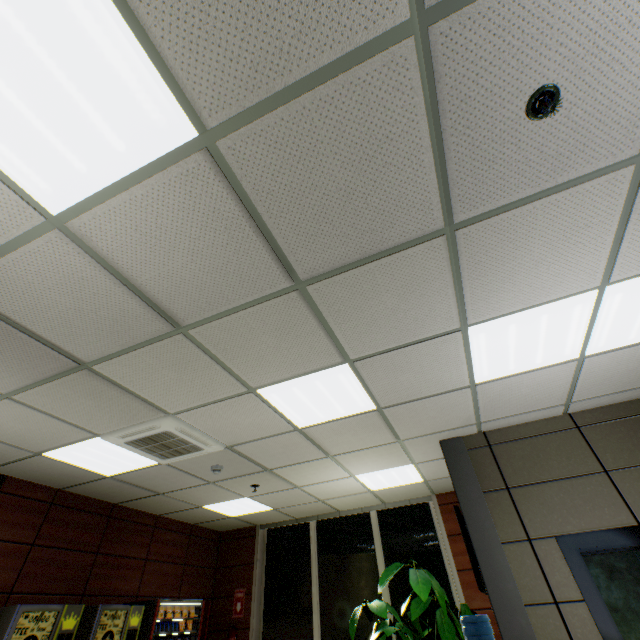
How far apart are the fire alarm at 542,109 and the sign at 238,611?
8.63m

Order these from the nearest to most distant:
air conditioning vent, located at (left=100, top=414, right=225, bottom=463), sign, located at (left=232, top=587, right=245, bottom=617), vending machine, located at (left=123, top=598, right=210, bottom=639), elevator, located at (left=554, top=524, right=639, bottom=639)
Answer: elevator, located at (left=554, top=524, right=639, bottom=639) → air conditioning vent, located at (left=100, top=414, right=225, bottom=463) → vending machine, located at (left=123, top=598, right=210, bottom=639) → sign, located at (left=232, top=587, right=245, bottom=617)

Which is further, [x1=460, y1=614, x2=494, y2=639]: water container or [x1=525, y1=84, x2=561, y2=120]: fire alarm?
[x1=460, y1=614, x2=494, y2=639]: water container

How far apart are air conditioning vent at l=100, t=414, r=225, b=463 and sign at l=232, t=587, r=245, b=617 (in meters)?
4.33

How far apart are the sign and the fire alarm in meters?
8.6 m

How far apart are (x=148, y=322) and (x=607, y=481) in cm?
477

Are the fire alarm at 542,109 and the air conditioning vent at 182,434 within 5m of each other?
yes

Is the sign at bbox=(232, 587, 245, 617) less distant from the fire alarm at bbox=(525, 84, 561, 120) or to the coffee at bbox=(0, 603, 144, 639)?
the coffee at bbox=(0, 603, 144, 639)
